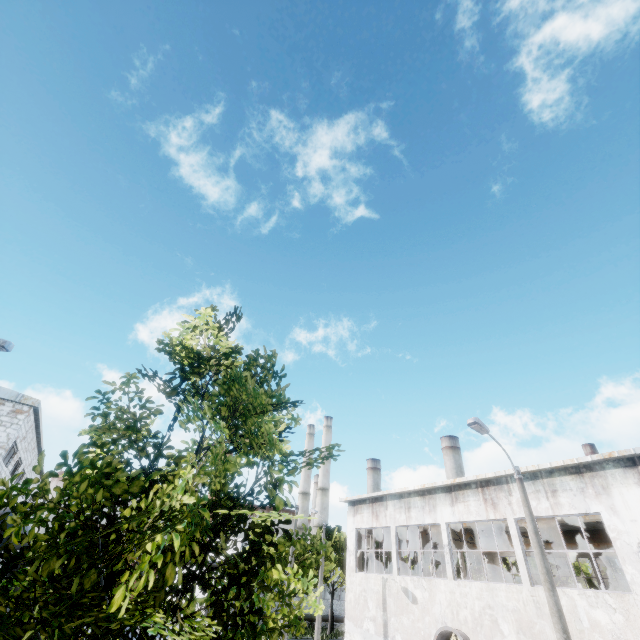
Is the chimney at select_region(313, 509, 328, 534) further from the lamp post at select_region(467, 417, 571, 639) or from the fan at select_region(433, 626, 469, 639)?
the lamp post at select_region(467, 417, 571, 639)

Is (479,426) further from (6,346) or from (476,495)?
(6,346)

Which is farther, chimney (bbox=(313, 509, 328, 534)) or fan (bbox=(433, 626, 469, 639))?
chimney (bbox=(313, 509, 328, 534))

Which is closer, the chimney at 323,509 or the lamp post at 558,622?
the lamp post at 558,622

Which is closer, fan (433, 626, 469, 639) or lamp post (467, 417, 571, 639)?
lamp post (467, 417, 571, 639)

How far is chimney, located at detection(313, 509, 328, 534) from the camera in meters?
58.2

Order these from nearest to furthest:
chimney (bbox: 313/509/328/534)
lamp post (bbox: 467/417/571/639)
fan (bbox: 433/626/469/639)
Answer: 1. lamp post (bbox: 467/417/571/639)
2. fan (bbox: 433/626/469/639)
3. chimney (bbox: 313/509/328/534)

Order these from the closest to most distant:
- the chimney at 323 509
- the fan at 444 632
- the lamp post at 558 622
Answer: the lamp post at 558 622, the fan at 444 632, the chimney at 323 509
